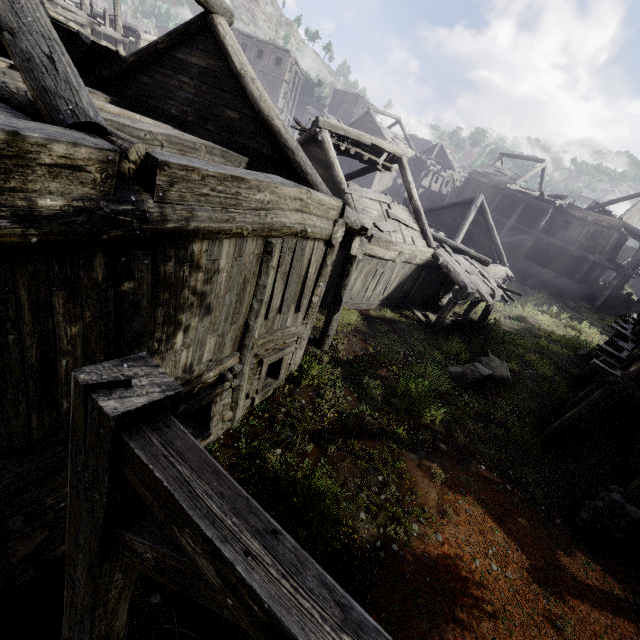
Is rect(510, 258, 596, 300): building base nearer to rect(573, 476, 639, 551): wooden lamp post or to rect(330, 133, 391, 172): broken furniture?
rect(330, 133, 391, 172): broken furniture

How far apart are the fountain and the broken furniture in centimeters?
1886cm

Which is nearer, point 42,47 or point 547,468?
point 42,47

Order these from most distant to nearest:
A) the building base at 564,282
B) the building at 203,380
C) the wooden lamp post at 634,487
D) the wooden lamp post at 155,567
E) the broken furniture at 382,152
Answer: the building base at 564,282, the broken furniture at 382,152, the wooden lamp post at 634,487, the building at 203,380, the wooden lamp post at 155,567

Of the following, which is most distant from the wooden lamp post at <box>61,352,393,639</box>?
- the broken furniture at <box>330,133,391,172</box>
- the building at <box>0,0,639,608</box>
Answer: the broken furniture at <box>330,133,391,172</box>

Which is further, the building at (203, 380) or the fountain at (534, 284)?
the fountain at (534, 284)

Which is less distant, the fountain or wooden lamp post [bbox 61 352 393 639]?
wooden lamp post [bbox 61 352 393 639]
